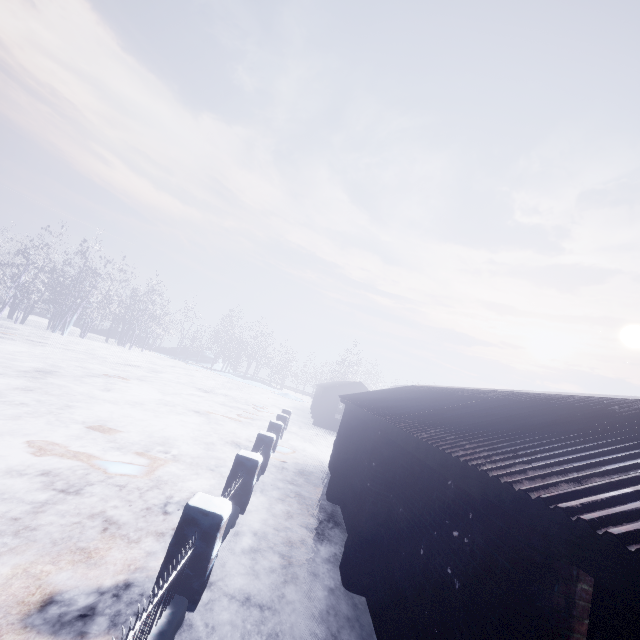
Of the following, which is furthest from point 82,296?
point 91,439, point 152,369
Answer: point 91,439

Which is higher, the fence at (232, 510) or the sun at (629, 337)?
the sun at (629, 337)

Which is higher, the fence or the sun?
the sun

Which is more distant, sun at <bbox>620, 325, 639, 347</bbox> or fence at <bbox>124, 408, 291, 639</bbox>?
sun at <bbox>620, 325, 639, 347</bbox>

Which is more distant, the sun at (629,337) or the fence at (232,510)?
the sun at (629,337)
